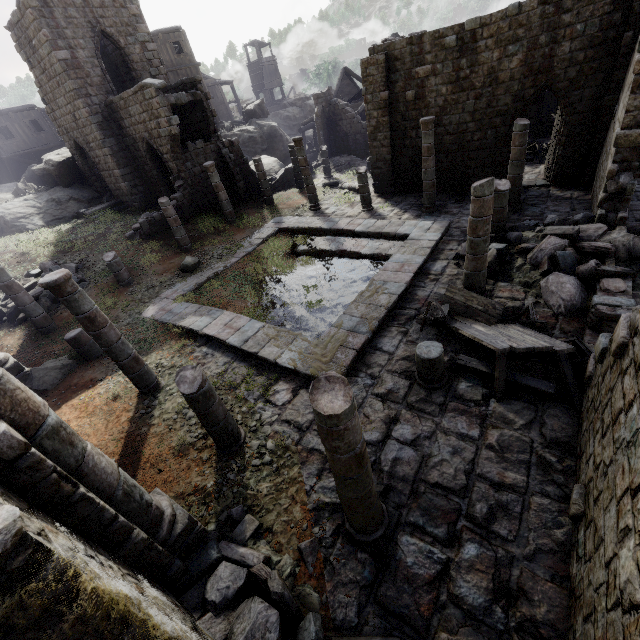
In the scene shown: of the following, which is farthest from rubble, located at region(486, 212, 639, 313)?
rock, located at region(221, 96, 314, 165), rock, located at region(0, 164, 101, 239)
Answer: rock, located at region(221, 96, 314, 165)

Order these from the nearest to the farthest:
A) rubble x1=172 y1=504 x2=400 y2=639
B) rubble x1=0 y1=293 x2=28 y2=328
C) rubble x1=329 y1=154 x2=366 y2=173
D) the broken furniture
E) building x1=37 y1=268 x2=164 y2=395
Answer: rubble x1=172 y1=504 x2=400 y2=639 < the broken furniture < building x1=37 y1=268 x2=164 y2=395 < rubble x1=0 y1=293 x2=28 y2=328 < rubble x1=329 y1=154 x2=366 y2=173

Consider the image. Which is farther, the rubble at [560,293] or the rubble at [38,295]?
the rubble at [38,295]

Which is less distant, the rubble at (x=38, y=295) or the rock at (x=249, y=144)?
the rubble at (x=38, y=295)

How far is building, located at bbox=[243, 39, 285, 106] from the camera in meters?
49.6 m

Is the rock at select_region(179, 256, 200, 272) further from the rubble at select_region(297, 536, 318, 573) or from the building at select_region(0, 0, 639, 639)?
the rubble at select_region(297, 536, 318, 573)

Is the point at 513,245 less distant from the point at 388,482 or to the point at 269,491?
the point at 388,482

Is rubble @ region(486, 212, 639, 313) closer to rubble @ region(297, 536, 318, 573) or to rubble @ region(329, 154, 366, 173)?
rubble @ region(297, 536, 318, 573)
